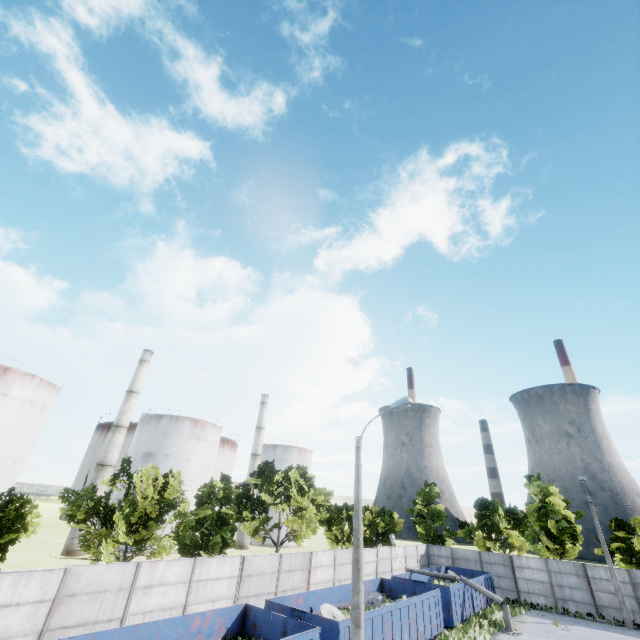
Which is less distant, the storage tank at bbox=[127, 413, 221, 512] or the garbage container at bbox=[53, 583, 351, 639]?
the garbage container at bbox=[53, 583, 351, 639]

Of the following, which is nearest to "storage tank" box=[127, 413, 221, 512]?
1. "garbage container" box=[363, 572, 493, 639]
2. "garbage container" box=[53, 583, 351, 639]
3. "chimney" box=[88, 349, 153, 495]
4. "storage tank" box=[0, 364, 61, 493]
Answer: "chimney" box=[88, 349, 153, 495]

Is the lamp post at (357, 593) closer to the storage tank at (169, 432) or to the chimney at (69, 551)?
the chimney at (69, 551)

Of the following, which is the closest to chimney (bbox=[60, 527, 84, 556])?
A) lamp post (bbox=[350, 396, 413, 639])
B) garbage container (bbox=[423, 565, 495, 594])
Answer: garbage container (bbox=[423, 565, 495, 594])

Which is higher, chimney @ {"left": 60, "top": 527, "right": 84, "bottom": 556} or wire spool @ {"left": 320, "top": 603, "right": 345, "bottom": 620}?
wire spool @ {"left": 320, "top": 603, "right": 345, "bottom": 620}

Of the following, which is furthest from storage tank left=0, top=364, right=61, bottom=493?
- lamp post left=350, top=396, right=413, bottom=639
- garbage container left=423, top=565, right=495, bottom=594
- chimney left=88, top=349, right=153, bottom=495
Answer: lamp post left=350, top=396, right=413, bottom=639

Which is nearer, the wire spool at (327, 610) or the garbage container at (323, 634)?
the garbage container at (323, 634)

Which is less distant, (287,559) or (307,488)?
(287,559)
